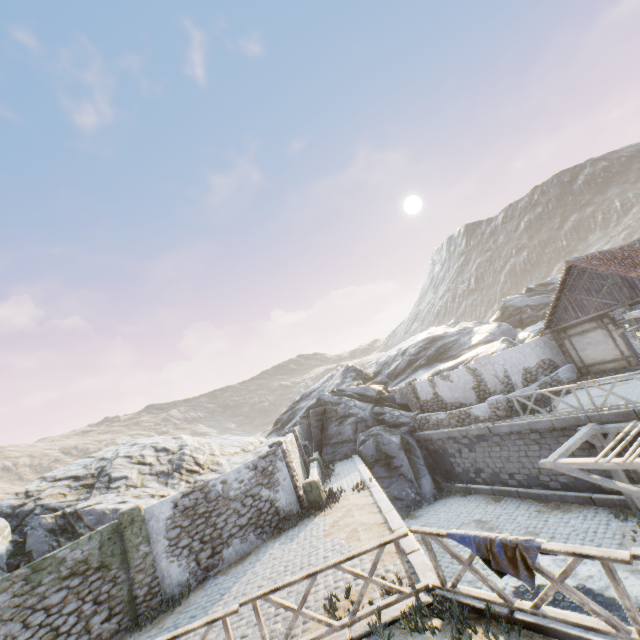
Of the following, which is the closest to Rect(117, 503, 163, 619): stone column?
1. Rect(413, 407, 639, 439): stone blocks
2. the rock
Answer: Rect(413, 407, 639, 439): stone blocks

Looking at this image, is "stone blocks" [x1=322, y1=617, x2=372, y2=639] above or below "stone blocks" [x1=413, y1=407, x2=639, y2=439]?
above

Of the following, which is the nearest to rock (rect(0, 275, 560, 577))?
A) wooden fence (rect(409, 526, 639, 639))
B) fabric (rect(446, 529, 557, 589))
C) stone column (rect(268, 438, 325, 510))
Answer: stone column (rect(268, 438, 325, 510))

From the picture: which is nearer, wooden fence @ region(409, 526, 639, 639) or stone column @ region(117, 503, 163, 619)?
wooden fence @ region(409, 526, 639, 639)

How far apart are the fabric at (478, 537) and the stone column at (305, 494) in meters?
9.0

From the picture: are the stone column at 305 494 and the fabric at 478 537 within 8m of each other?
no

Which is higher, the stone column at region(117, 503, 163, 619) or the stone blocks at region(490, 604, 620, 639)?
the stone column at region(117, 503, 163, 619)

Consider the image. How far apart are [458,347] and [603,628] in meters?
28.8
